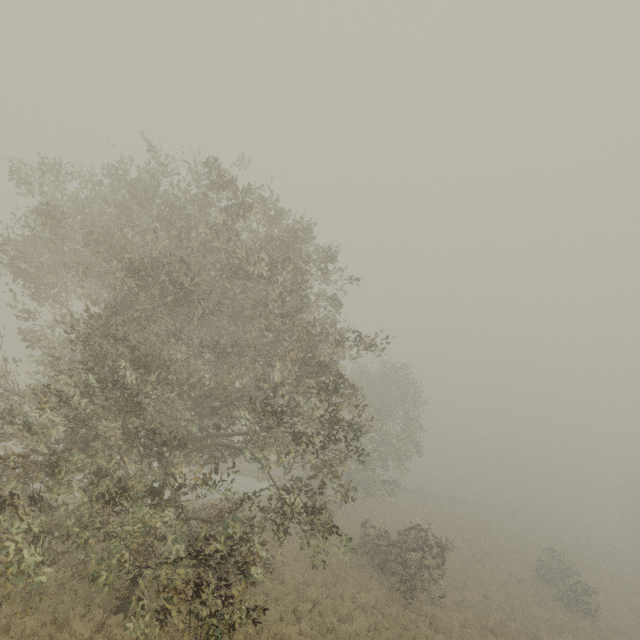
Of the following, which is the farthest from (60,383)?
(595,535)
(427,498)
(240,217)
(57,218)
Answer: (595,535)
